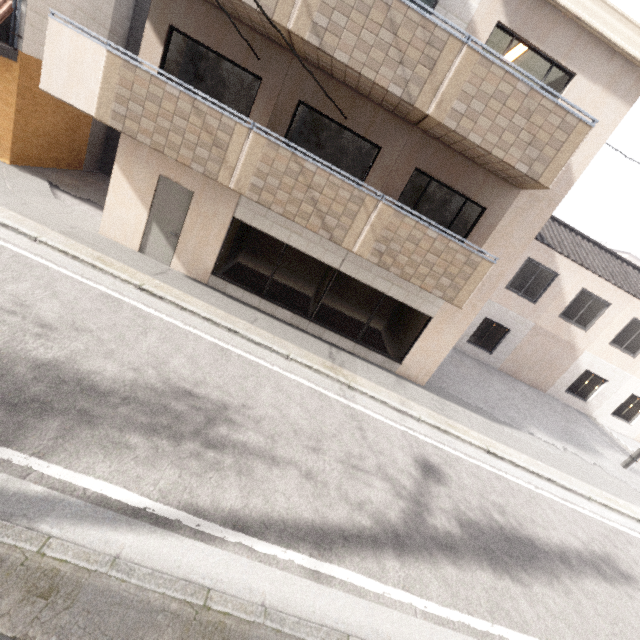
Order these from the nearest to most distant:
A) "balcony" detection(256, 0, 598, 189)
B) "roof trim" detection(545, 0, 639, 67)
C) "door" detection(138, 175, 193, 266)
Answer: "balcony" detection(256, 0, 598, 189) → "roof trim" detection(545, 0, 639, 67) → "door" detection(138, 175, 193, 266)

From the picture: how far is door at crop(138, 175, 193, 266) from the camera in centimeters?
795cm

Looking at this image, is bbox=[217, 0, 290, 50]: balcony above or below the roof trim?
below

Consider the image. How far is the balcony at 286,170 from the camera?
6.2m

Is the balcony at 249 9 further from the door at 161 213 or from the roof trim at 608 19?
the door at 161 213

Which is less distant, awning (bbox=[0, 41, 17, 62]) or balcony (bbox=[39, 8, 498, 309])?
balcony (bbox=[39, 8, 498, 309])

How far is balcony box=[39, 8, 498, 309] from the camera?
6.2 meters

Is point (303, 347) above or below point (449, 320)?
below
